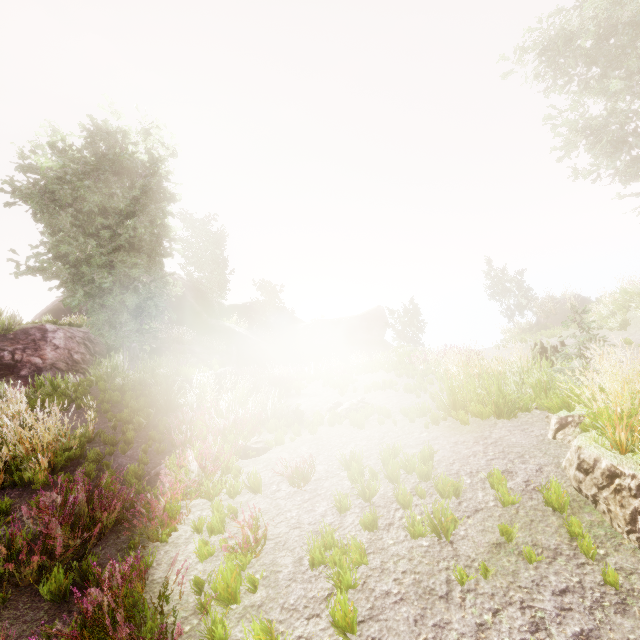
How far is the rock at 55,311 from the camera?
28.5 meters

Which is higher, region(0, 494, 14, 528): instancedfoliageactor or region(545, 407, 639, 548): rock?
region(0, 494, 14, 528): instancedfoliageactor

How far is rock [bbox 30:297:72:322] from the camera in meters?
28.5

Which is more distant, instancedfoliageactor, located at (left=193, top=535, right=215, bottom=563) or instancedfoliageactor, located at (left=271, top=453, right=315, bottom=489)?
instancedfoliageactor, located at (left=271, top=453, right=315, bottom=489)

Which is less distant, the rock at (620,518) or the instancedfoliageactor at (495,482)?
the rock at (620,518)

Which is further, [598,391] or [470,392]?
[470,392]

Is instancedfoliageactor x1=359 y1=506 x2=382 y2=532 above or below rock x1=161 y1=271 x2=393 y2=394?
below
